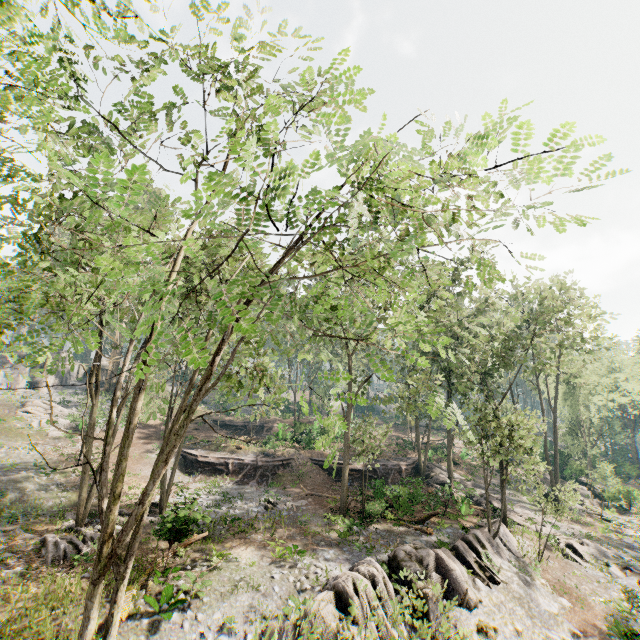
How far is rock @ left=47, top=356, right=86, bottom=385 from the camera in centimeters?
4328cm

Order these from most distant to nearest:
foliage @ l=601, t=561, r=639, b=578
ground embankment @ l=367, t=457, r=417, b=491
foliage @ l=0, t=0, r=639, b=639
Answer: ground embankment @ l=367, t=457, r=417, b=491 < foliage @ l=601, t=561, r=639, b=578 < foliage @ l=0, t=0, r=639, b=639

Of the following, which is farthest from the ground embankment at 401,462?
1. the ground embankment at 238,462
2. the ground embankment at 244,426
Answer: the ground embankment at 244,426

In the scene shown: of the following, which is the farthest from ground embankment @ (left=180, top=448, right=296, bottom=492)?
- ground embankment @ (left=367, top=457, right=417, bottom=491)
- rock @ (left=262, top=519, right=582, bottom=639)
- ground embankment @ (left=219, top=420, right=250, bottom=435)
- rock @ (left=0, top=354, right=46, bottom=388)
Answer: rock @ (left=0, top=354, right=46, bottom=388)

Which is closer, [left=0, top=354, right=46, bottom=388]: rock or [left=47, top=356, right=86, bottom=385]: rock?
[left=0, top=354, right=46, bottom=388]: rock

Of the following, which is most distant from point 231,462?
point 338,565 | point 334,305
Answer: point 334,305

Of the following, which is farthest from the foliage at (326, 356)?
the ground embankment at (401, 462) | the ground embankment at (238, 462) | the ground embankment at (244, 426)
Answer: the ground embankment at (244, 426)

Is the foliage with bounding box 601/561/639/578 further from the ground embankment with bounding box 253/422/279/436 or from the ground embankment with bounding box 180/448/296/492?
the ground embankment with bounding box 253/422/279/436
